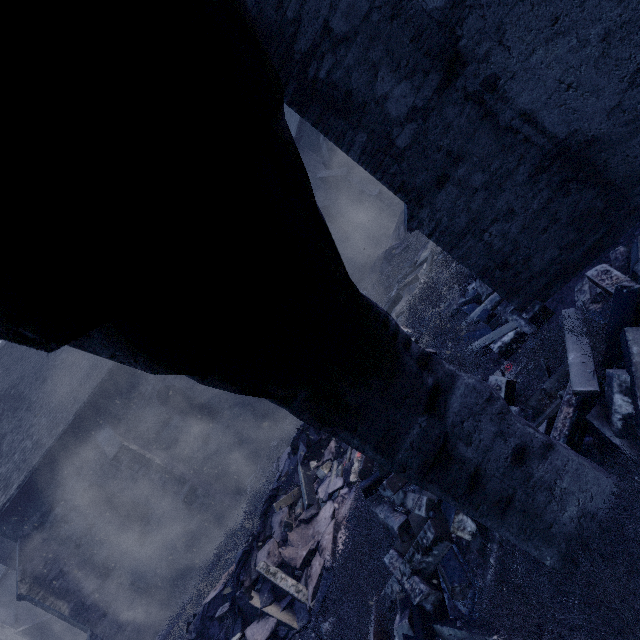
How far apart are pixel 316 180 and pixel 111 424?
14.3 meters

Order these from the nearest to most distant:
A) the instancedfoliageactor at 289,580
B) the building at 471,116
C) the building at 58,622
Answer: the instancedfoliageactor at 289,580 < the building at 471,116 < the building at 58,622

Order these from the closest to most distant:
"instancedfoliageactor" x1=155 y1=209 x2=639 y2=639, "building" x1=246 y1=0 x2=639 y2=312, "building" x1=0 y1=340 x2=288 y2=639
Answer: "instancedfoliageactor" x1=155 y1=209 x2=639 y2=639 < "building" x1=246 y1=0 x2=639 y2=312 < "building" x1=0 y1=340 x2=288 y2=639

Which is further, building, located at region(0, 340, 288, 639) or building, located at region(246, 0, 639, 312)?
building, located at region(0, 340, 288, 639)

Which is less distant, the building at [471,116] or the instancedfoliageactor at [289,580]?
the instancedfoliageactor at [289,580]

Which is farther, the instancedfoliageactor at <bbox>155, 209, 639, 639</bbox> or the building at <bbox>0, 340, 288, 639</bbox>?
the building at <bbox>0, 340, 288, 639</bbox>

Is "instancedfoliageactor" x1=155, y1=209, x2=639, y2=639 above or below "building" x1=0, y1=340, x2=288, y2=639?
below
